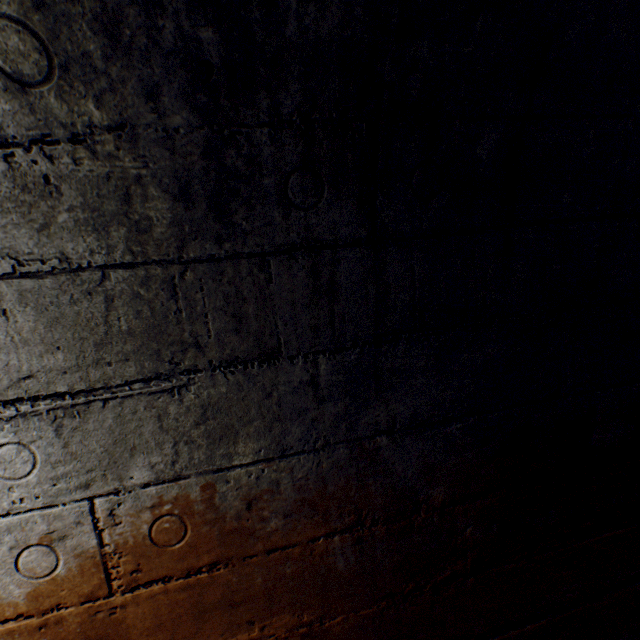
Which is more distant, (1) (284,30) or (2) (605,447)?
(2) (605,447)
